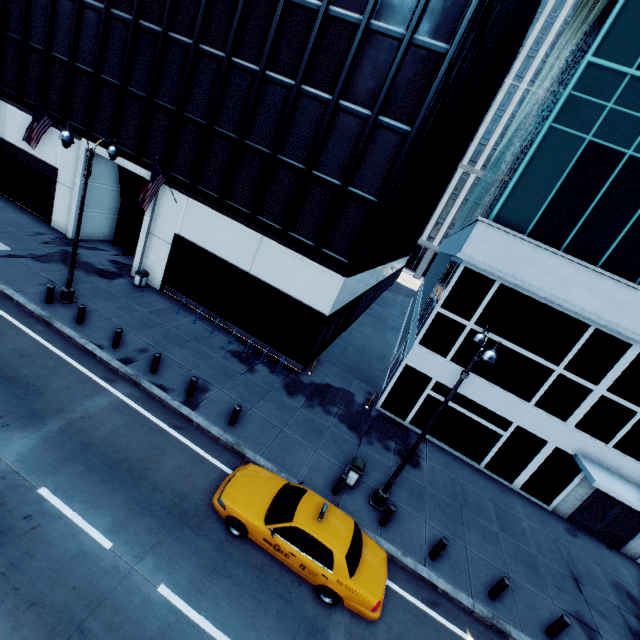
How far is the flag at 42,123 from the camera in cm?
1739

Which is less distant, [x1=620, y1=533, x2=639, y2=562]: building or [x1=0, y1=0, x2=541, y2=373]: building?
[x1=0, y1=0, x2=541, y2=373]: building

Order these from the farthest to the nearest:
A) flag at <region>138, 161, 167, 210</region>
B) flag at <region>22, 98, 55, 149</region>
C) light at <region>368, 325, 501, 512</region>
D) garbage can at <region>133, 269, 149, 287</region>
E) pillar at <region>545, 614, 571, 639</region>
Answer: garbage can at <region>133, 269, 149, 287</region>, flag at <region>22, 98, 55, 149</region>, flag at <region>138, 161, 167, 210</region>, pillar at <region>545, 614, 571, 639</region>, light at <region>368, 325, 501, 512</region>

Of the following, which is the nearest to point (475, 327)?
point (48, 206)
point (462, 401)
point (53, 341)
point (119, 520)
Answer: point (462, 401)

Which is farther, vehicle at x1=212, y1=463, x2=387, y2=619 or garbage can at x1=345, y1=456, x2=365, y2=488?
garbage can at x1=345, y1=456, x2=365, y2=488

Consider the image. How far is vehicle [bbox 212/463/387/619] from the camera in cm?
816

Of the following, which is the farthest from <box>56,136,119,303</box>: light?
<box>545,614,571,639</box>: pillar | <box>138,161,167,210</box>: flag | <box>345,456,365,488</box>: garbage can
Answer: <box>545,614,571,639</box>: pillar

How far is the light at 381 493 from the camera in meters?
8.7
